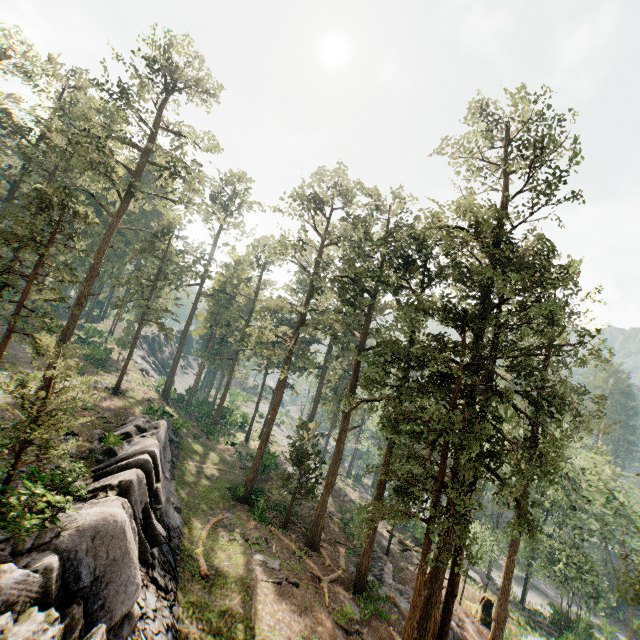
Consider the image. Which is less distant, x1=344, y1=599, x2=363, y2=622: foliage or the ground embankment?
x1=344, y1=599, x2=363, y2=622: foliage

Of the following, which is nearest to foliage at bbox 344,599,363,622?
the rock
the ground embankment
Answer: the ground embankment

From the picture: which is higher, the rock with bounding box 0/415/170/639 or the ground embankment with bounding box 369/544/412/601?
the rock with bounding box 0/415/170/639

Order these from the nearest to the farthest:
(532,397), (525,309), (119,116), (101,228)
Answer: (532,397) → (525,309) → (119,116) → (101,228)

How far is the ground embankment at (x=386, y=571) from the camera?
23.69m

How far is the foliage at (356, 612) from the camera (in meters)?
18.78

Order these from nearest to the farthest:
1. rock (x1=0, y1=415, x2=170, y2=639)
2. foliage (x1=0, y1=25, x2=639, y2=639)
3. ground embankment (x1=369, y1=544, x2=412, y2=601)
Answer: rock (x1=0, y1=415, x2=170, y2=639) → foliage (x1=0, y1=25, x2=639, y2=639) → ground embankment (x1=369, y1=544, x2=412, y2=601)
